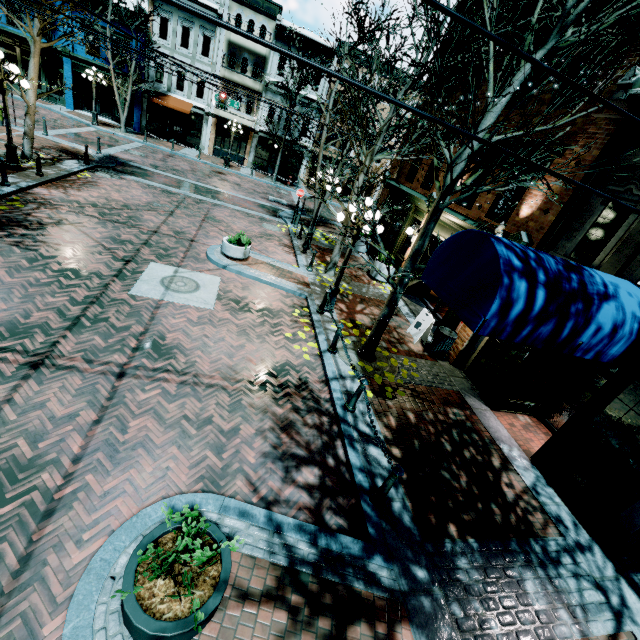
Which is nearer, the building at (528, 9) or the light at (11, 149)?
the building at (528, 9)

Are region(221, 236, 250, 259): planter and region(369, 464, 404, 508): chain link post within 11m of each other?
yes

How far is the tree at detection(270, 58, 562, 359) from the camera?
5.6 meters

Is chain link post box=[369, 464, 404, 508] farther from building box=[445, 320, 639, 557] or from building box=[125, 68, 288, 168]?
building box=[125, 68, 288, 168]

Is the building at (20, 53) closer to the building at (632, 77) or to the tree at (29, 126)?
the building at (632, 77)

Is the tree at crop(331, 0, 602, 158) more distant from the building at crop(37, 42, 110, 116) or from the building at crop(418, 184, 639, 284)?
the building at crop(37, 42, 110, 116)

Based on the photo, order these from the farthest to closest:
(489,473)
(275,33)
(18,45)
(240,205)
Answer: (275,33) < (18,45) < (240,205) < (489,473)

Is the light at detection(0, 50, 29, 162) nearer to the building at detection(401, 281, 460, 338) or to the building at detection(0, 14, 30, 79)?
the building at detection(401, 281, 460, 338)
